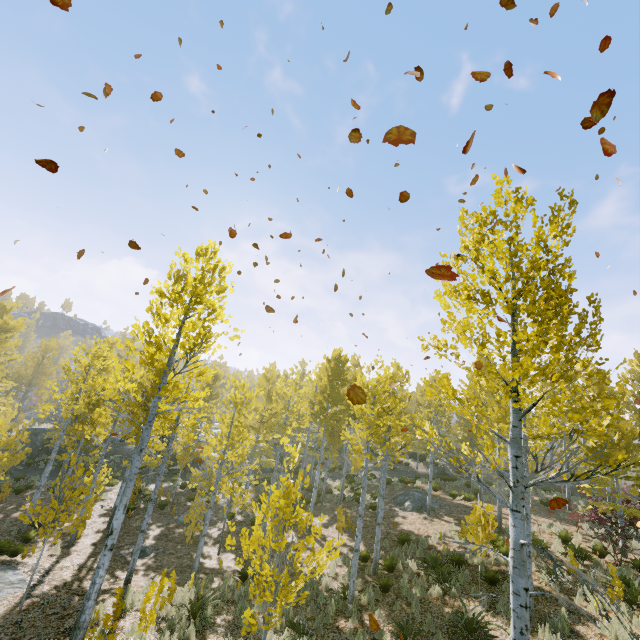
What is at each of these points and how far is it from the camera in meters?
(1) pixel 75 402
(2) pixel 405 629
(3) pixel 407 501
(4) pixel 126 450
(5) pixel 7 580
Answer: (1) instancedfoliageactor, 15.8
(2) instancedfoliageactor, 8.6
(3) rock, 20.4
(4) rock, 28.0
(5) rock, 10.5

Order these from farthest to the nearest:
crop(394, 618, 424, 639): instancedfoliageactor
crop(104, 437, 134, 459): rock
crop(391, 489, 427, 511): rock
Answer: crop(104, 437, 134, 459): rock
crop(391, 489, 427, 511): rock
crop(394, 618, 424, 639): instancedfoliageactor

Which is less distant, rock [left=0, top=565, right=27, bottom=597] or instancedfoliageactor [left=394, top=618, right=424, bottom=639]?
instancedfoliageactor [left=394, top=618, right=424, bottom=639]

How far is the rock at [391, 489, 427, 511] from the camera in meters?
19.7

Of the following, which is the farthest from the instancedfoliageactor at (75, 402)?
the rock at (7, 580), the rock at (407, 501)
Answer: the rock at (407, 501)

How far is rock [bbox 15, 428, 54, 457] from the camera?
26.18m

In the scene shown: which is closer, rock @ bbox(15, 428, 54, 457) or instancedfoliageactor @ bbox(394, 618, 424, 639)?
instancedfoliageactor @ bbox(394, 618, 424, 639)

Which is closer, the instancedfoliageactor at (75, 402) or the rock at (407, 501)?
the instancedfoliageactor at (75, 402)
